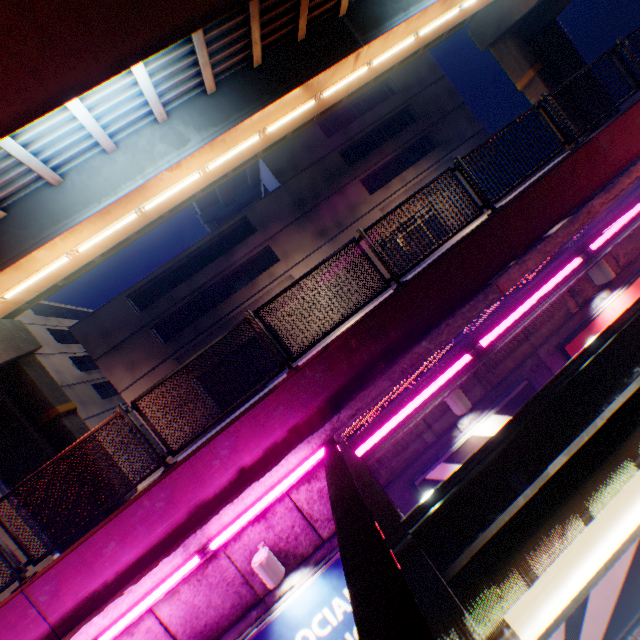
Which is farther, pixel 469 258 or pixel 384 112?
pixel 384 112

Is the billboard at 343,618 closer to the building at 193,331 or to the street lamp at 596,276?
the street lamp at 596,276

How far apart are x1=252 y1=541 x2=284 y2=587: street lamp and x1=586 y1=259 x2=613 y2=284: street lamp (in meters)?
6.95

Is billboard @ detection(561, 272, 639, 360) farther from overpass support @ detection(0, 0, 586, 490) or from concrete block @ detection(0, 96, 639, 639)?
overpass support @ detection(0, 0, 586, 490)

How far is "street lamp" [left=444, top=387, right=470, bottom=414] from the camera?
5.0m

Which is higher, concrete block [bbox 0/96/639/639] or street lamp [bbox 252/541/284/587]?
concrete block [bbox 0/96/639/639]

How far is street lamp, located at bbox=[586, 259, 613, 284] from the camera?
5.5m

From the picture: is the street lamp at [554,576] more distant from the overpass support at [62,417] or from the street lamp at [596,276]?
the overpass support at [62,417]
